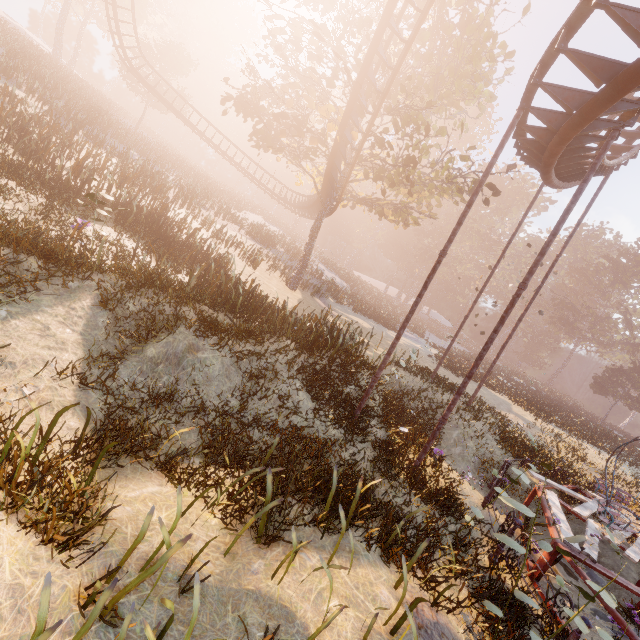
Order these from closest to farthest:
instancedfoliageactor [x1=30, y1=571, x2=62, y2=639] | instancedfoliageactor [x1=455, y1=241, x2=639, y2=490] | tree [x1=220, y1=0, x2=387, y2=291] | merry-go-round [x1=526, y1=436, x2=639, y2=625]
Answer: instancedfoliageactor [x1=30, y1=571, x2=62, y2=639], merry-go-round [x1=526, y1=436, x2=639, y2=625], instancedfoliageactor [x1=455, y1=241, x2=639, y2=490], tree [x1=220, y1=0, x2=387, y2=291]

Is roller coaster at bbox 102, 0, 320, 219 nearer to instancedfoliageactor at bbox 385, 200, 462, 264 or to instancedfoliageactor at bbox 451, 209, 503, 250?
instancedfoliageactor at bbox 385, 200, 462, 264

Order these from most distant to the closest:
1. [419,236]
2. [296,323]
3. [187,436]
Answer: [419,236] → [296,323] → [187,436]

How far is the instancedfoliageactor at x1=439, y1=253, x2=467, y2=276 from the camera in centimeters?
5553cm

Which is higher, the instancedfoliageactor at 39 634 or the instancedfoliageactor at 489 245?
the instancedfoliageactor at 489 245

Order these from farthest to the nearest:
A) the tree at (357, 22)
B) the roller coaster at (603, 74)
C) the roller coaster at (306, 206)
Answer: the roller coaster at (306, 206), the tree at (357, 22), the roller coaster at (603, 74)

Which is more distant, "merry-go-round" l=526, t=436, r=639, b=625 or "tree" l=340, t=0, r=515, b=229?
"tree" l=340, t=0, r=515, b=229
